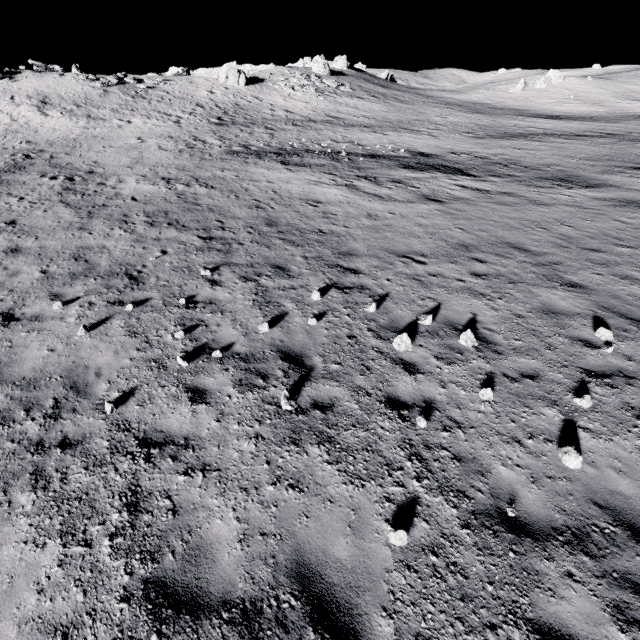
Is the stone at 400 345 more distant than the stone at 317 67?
No

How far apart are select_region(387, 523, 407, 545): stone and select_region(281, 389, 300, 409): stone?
2.3 meters

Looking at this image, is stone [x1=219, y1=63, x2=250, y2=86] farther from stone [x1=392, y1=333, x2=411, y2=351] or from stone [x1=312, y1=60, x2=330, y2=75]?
stone [x1=392, y1=333, x2=411, y2=351]

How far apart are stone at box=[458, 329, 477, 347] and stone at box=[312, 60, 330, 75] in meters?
67.9 m

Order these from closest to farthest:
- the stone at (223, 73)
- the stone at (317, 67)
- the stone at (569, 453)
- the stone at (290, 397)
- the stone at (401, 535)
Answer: the stone at (401, 535) → the stone at (569, 453) → the stone at (290, 397) → the stone at (223, 73) → the stone at (317, 67)

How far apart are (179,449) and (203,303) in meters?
4.2 m

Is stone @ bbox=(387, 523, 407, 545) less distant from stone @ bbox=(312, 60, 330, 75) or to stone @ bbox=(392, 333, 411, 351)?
stone @ bbox=(392, 333, 411, 351)

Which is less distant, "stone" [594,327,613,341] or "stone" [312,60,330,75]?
"stone" [594,327,613,341]
